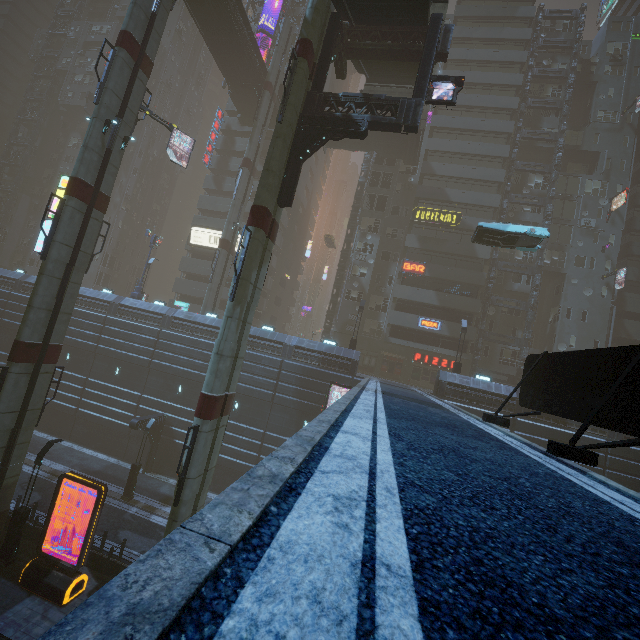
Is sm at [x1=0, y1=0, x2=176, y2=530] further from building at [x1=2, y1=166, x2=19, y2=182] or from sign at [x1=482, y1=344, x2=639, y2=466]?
sign at [x1=482, y1=344, x2=639, y2=466]

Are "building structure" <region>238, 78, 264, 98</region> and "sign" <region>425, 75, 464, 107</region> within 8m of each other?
no

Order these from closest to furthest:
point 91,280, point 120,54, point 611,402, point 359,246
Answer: point 611,402, point 120,54, point 359,246, point 91,280

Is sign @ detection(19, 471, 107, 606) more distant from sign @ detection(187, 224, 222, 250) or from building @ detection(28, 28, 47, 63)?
sign @ detection(187, 224, 222, 250)

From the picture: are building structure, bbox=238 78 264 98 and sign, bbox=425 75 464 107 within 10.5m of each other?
no

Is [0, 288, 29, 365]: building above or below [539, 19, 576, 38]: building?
below

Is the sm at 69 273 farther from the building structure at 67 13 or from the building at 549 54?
the building structure at 67 13

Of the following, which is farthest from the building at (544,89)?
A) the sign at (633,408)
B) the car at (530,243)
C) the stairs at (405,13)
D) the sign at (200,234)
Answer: the car at (530,243)
